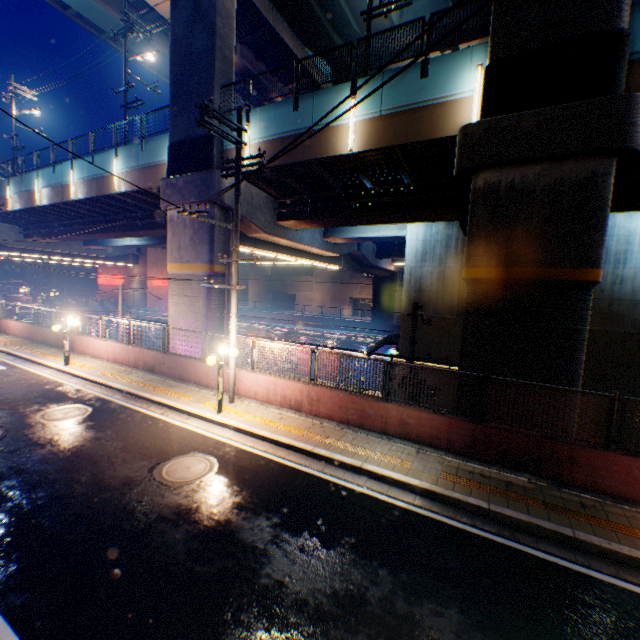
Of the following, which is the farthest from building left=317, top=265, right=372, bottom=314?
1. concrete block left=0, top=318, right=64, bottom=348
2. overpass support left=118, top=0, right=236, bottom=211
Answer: concrete block left=0, top=318, right=64, bottom=348

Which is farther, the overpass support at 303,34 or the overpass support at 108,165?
the overpass support at 303,34

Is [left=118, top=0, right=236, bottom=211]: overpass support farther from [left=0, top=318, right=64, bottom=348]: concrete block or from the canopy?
the canopy

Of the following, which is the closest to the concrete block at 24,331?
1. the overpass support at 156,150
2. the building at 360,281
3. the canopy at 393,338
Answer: the overpass support at 156,150

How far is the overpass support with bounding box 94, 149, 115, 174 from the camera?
19.03m

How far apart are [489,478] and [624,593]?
2.7m

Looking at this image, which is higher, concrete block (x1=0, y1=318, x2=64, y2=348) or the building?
the building

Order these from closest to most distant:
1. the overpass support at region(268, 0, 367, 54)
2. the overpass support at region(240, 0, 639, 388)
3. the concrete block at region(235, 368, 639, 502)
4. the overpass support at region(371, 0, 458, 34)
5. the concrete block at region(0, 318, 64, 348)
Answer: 1. the concrete block at region(235, 368, 639, 502)
2. the overpass support at region(240, 0, 639, 388)
3. the concrete block at region(0, 318, 64, 348)
4. the overpass support at region(268, 0, 367, 54)
5. the overpass support at region(371, 0, 458, 34)
